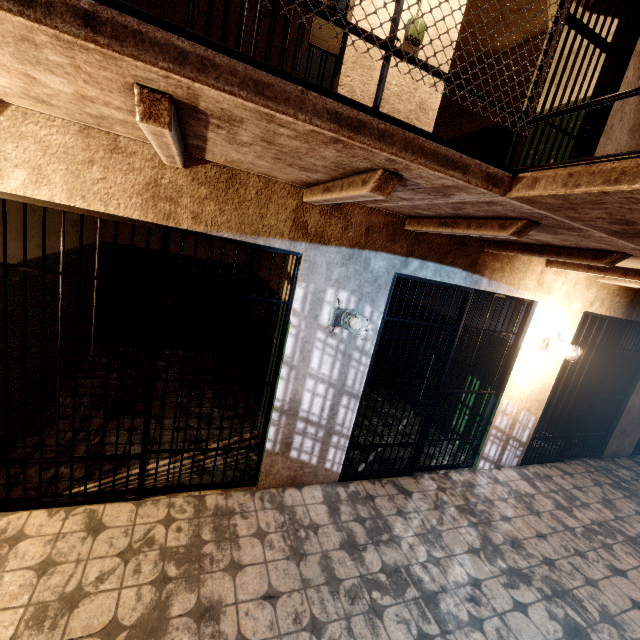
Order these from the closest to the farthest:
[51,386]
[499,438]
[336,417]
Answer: Result:
1. [336,417]
2. [51,386]
3. [499,438]

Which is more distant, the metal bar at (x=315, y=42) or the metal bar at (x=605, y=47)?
the metal bar at (x=605, y=47)

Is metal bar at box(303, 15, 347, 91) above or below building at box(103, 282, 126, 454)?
above

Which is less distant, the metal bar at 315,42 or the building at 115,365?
the metal bar at 315,42

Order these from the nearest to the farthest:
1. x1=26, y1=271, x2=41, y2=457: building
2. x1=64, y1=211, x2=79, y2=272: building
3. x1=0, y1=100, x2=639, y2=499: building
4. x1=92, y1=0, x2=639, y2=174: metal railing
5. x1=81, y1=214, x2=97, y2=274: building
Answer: x1=92, y1=0, x2=639, y2=174: metal railing < x1=0, y1=100, x2=639, y2=499: building < x1=26, y1=271, x2=41, y2=457: building < x1=64, y1=211, x2=79, y2=272: building < x1=81, y1=214, x2=97, y2=274: building

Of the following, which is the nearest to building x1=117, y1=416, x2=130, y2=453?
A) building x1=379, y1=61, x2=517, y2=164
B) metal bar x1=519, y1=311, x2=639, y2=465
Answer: building x1=379, y1=61, x2=517, y2=164

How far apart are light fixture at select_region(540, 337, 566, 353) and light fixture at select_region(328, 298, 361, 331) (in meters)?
2.69

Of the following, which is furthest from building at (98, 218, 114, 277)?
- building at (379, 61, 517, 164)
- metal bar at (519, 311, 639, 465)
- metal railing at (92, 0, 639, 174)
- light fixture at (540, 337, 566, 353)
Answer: metal bar at (519, 311, 639, 465)
